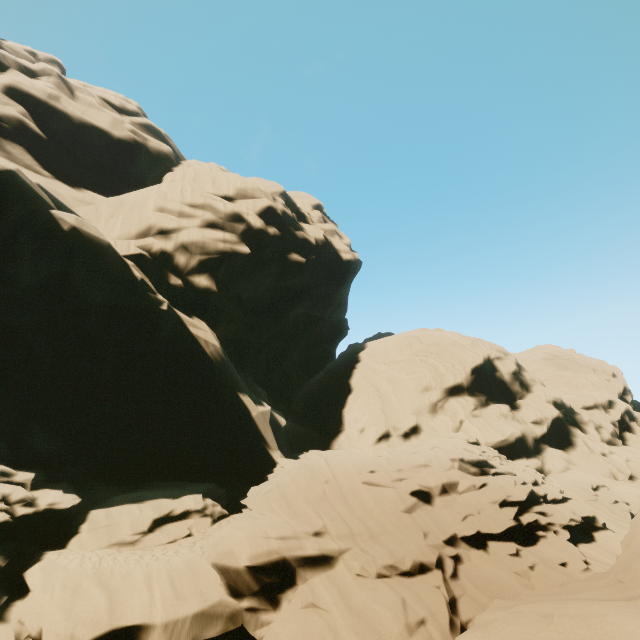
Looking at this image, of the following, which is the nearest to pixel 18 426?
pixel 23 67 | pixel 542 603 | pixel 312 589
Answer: pixel 312 589
